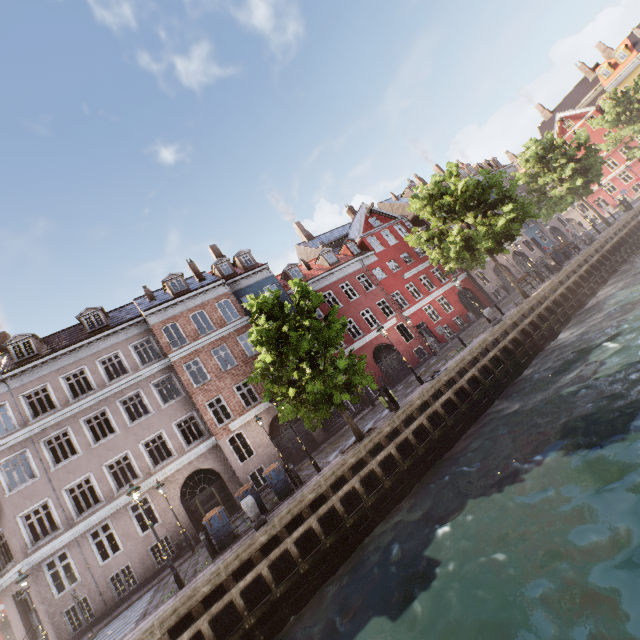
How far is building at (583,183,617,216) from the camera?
47.0m

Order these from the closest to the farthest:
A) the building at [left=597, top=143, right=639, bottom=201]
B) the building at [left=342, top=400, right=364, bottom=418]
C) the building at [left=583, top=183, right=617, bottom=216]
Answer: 1. the building at [left=342, top=400, right=364, bottom=418]
2. the building at [left=597, top=143, right=639, bottom=201]
3. the building at [left=583, top=183, right=617, bottom=216]

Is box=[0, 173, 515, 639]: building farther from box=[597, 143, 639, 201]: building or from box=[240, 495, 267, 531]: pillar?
box=[597, 143, 639, 201]: building

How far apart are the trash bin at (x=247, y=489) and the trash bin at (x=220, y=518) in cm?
55

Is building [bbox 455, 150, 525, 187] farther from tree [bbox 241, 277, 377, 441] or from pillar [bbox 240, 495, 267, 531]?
pillar [bbox 240, 495, 267, 531]

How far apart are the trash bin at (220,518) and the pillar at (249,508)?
1.3m

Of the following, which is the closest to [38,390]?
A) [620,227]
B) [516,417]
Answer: [516,417]

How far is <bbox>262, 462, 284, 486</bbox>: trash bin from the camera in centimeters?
1353cm
